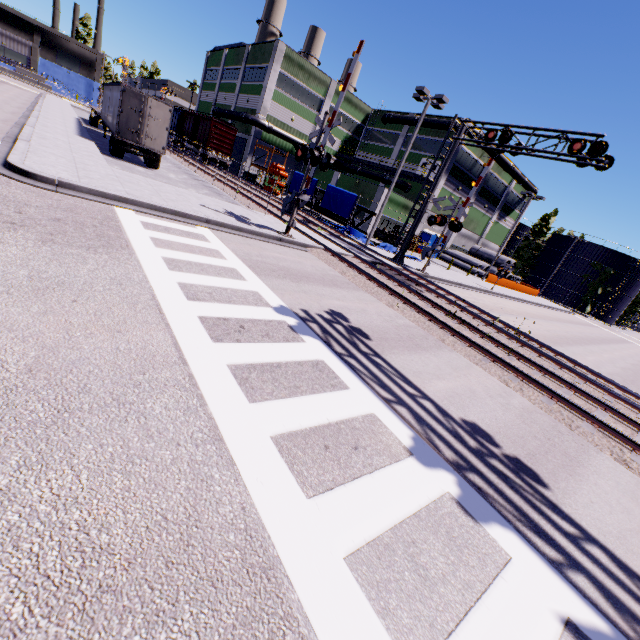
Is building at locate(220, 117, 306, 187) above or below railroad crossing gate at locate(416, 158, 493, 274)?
above

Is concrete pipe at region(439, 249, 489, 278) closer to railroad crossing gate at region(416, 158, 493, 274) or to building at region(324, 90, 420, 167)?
building at region(324, 90, 420, 167)

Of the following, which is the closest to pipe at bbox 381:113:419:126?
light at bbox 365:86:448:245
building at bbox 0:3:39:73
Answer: building at bbox 0:3:39:73

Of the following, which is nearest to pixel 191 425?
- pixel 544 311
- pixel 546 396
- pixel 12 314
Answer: pixel 12 314

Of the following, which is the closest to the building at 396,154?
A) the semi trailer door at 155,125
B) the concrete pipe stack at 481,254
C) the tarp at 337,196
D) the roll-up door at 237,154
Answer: the roll-up door at 237,154

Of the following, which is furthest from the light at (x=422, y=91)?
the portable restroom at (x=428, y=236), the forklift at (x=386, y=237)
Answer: the portable restroom at (x=428, y=236)

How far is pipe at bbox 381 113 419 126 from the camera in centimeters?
3891cm

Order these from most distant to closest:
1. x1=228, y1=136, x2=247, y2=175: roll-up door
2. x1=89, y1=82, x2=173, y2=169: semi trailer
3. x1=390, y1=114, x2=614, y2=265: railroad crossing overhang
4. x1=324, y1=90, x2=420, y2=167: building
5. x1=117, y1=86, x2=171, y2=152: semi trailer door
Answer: x1=324, y1=90, x2=420, y2=167: building → x1=228, y1=136, x2=247, y2=175: roll-up door → x1=89, y1=82, x2=173, y2=169: semi trailer → x1=117, y1=86, x2=171, y2=152: semi trailer door → x1=390, y1=114, x2=614, y2=265: railroad crossing overhang
